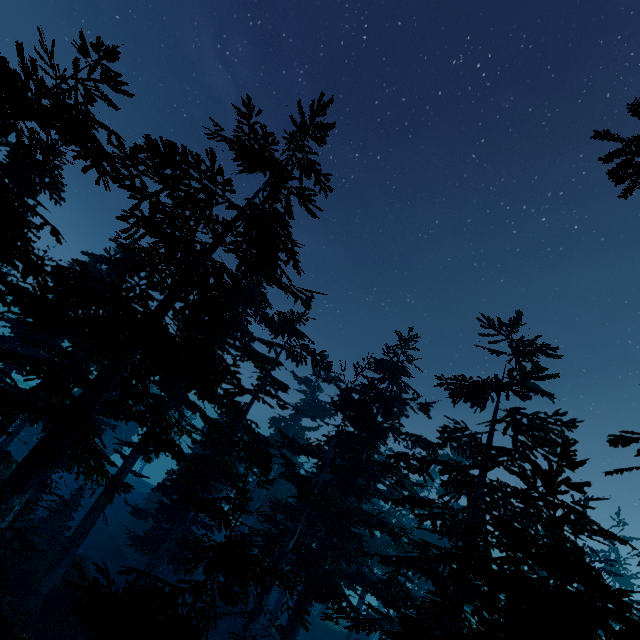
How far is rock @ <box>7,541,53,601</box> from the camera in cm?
1719

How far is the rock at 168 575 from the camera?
29.5 meters

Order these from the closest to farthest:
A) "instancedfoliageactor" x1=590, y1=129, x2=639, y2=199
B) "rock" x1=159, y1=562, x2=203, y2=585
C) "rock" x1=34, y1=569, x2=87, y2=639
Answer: "instancedfoliageactor" x1=590, y1=129, x2=639, y2=199 → "rock" x1=34, y1=569, x2=87, y2=639 → "rock" x1=159, y1=562, x2=203, y2=585

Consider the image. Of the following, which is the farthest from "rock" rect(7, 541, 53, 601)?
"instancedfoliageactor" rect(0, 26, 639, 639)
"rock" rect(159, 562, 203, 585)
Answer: "rock" rect(159, 562, 203, 585)

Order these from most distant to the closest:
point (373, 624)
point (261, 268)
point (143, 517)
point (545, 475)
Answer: point (143, 517) < point (373, 624) < point (261, 268) < point (545, 475)

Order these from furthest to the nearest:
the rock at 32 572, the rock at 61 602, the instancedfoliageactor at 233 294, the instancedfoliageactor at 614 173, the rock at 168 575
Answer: the rock at 168 575 < the rock at 32 572 < the rock at 61 602 < the instancedfoliageactor at 233 294 < the instancedfoliageactor at 614 173

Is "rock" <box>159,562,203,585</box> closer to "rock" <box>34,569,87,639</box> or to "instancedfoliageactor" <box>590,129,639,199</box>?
"instancedfoliageactor" <box>590,129,639,199</box>
